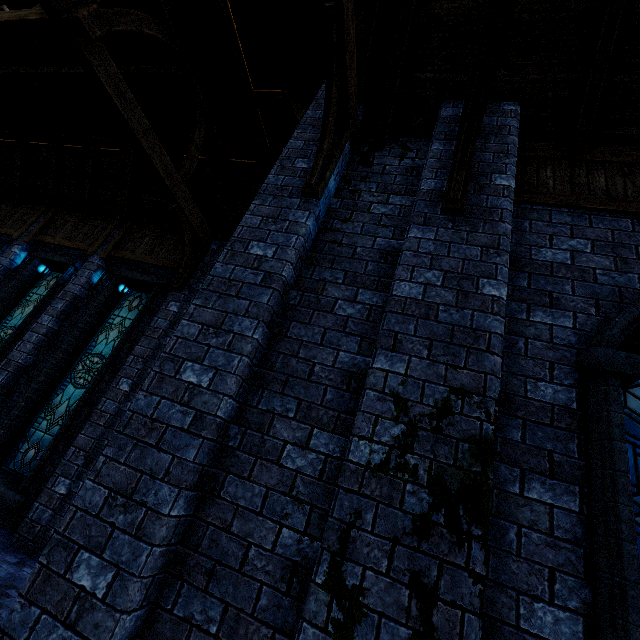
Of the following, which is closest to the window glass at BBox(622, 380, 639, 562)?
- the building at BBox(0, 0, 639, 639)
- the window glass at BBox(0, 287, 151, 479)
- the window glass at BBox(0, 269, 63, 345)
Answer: the building at BBox(0, 0, 639, 639)

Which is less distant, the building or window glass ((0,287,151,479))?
the building

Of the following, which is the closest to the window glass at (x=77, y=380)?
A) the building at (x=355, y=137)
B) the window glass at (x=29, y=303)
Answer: the building at (x=355, y=137)

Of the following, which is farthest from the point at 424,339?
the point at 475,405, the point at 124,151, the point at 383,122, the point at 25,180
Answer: the point at 25,180

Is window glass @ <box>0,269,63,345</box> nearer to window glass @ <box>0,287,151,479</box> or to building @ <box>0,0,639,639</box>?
building @ <box>0,0,639,639</box>

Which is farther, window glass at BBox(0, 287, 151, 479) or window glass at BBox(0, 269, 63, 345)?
window glass at BBox(0, 269, 63, 345)

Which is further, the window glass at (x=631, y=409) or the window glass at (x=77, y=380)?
the window glass at (x=77, y=380)

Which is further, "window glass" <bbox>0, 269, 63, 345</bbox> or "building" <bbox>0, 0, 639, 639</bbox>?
"window glass" <bbox>0, 269, 63, 345</bbox>
